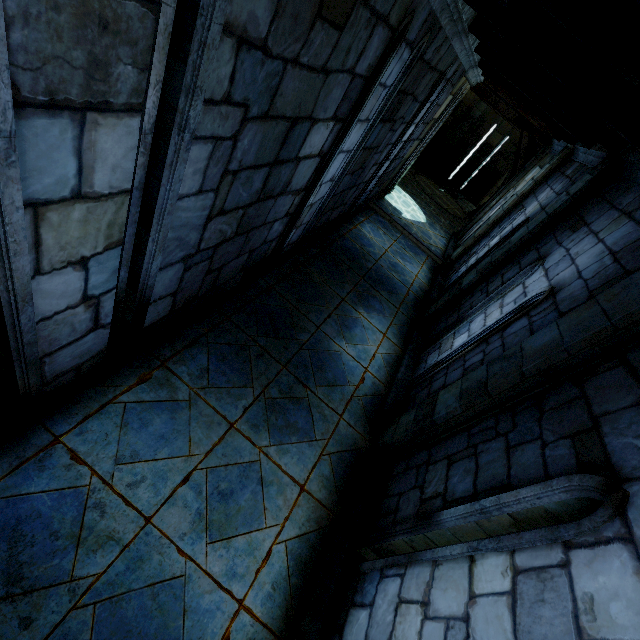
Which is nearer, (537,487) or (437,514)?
(537,487)
